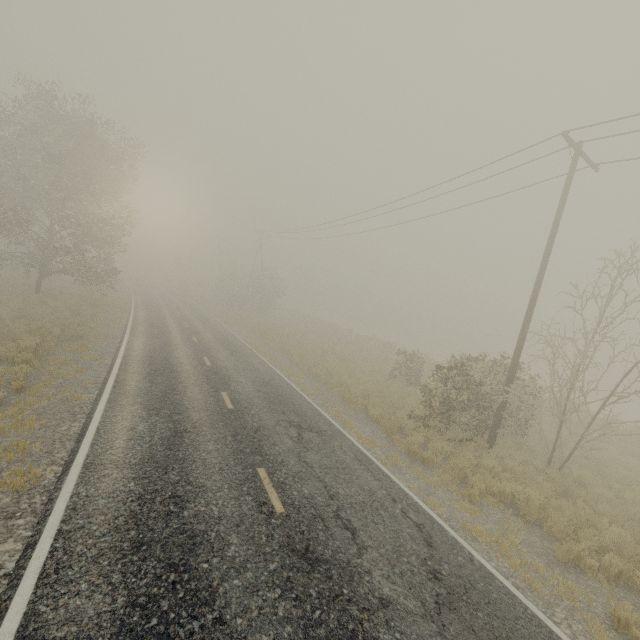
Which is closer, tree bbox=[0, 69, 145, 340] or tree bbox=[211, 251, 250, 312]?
tree bbox=[0, 69, 145, 340]

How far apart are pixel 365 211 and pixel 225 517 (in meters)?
20.00

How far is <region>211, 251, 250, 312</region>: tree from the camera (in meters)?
44.28

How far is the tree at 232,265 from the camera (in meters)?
44.28

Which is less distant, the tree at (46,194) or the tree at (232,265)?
the tree at (46,194)
